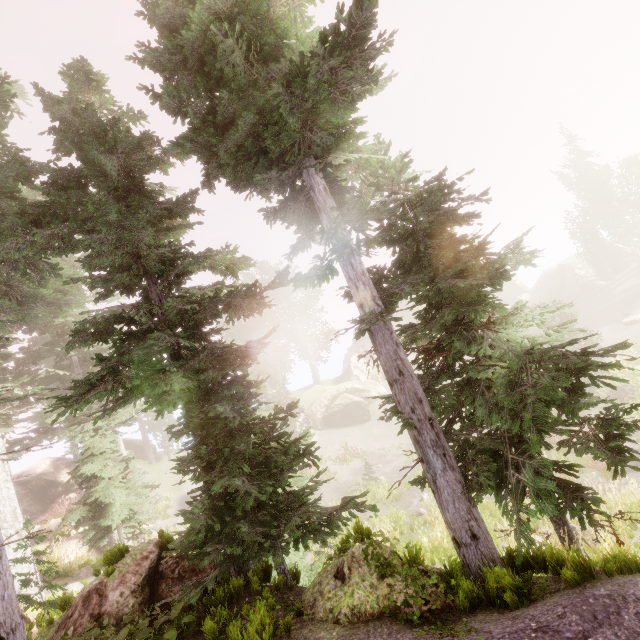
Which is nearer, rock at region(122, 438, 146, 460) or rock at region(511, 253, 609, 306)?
rock at region(122, 438, 146, 460)

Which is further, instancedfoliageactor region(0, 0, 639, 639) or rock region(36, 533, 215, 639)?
rock region(36, 533, 215, 639)

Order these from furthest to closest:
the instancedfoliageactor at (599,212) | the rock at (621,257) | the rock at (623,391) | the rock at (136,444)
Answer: the rock at (621,257) < the instancedfoliageactor at (599,212) < the rock at (136,444) < the rock at (623,391)

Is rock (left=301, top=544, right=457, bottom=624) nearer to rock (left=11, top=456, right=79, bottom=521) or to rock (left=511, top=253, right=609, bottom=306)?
rock (left=511, top=253, right=609, bottom=306)

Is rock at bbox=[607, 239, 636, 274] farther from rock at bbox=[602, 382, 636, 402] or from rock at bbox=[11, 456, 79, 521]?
rock at bbox=[602, 382, 636, 402]

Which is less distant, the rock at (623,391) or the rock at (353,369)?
the rock at (623,391)

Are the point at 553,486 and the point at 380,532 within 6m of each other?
yes

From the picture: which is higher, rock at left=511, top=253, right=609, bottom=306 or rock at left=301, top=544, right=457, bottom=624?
rock at left=511, top=253, right=609, bottom=306
